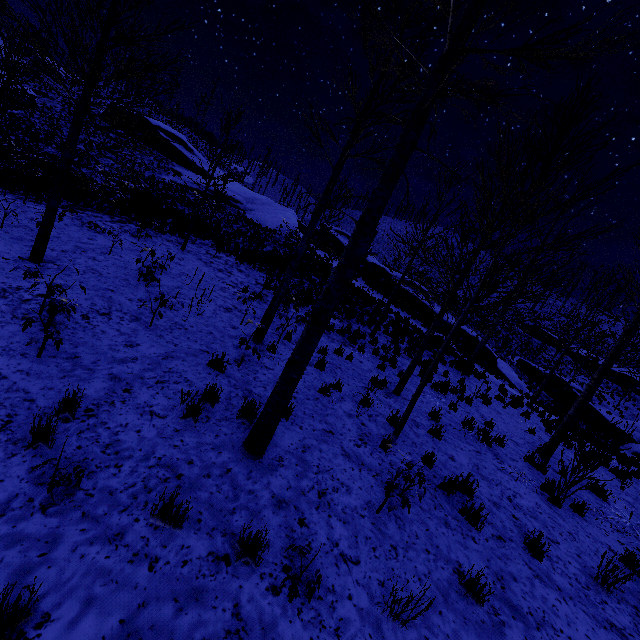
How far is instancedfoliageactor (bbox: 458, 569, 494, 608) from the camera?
3.6m

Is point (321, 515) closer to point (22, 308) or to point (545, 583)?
point (545, 583)

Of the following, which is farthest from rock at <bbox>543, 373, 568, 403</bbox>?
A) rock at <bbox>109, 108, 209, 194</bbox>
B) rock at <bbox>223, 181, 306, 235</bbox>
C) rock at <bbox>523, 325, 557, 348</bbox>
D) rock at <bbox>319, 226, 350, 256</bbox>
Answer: rock at <bbox>109, 108, 209, 194</bbox>

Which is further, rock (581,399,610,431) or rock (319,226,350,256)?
rock (319,226,350,256)

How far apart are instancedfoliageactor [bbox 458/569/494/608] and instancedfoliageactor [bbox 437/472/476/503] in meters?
1.9

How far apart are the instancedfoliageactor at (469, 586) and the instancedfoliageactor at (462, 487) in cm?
186

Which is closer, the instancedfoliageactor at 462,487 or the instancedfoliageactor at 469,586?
the instancedfoliageactor at 469,586

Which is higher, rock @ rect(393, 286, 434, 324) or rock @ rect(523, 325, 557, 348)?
rock @ rect(523, 325, 557, 348)
